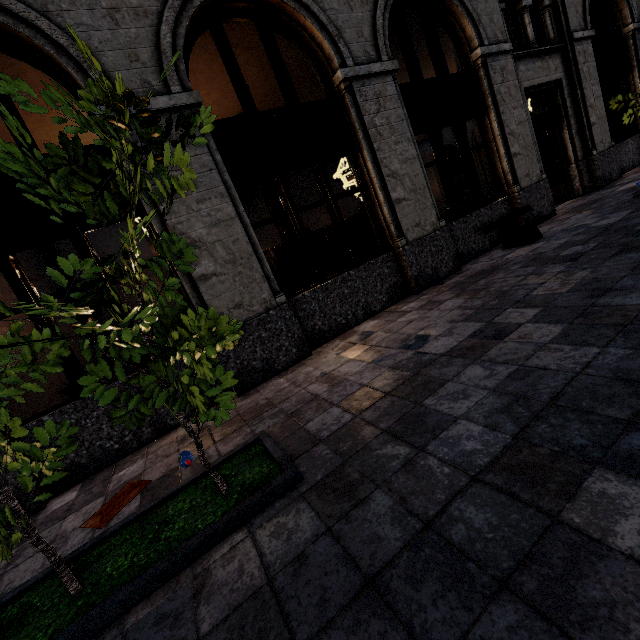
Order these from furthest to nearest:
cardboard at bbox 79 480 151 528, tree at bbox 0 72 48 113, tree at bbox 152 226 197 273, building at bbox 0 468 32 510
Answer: building at bbox 0 468 32 510 < cardboard at bbox 79 480 151 528 < tree at bbox 152 226 197 273 < tree at bbox 0 72 48 113

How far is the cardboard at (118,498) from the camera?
→ 3.1 meters

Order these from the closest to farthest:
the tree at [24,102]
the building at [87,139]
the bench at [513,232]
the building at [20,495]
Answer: the tree at [24,102] < the building at [20,495] < the building at [87,139] < the bench at [513,232]

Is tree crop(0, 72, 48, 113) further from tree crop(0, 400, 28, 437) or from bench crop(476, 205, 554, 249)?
bench crop(476, 205, 554, 249)

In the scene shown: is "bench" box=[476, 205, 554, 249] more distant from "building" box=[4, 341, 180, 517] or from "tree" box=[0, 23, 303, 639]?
"tree" box=[0, 23, 303, 639]

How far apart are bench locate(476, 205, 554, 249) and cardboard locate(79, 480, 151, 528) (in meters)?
7.16

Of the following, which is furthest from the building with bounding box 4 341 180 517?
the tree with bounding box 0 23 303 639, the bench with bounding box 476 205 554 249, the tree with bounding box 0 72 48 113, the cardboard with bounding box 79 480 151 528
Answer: the tree with bounding box 0 72 48 113

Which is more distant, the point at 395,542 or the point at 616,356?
the point at 616,356
